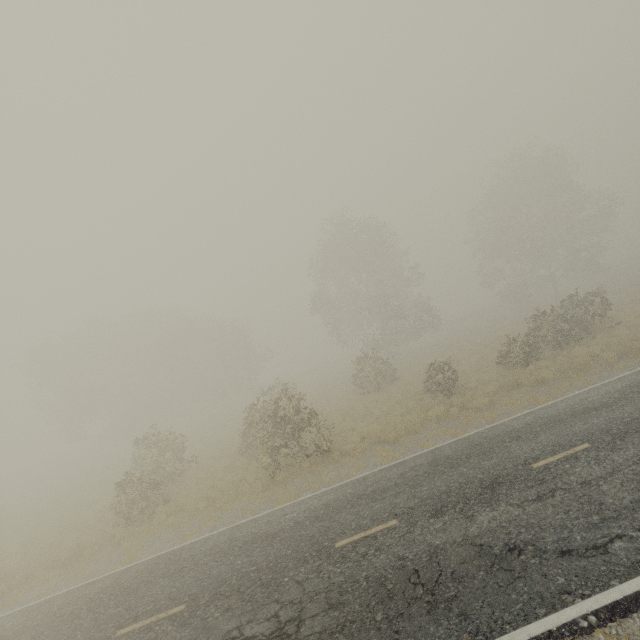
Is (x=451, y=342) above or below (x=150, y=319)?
below

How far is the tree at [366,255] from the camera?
26.7m

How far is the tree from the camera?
26.7 meters
